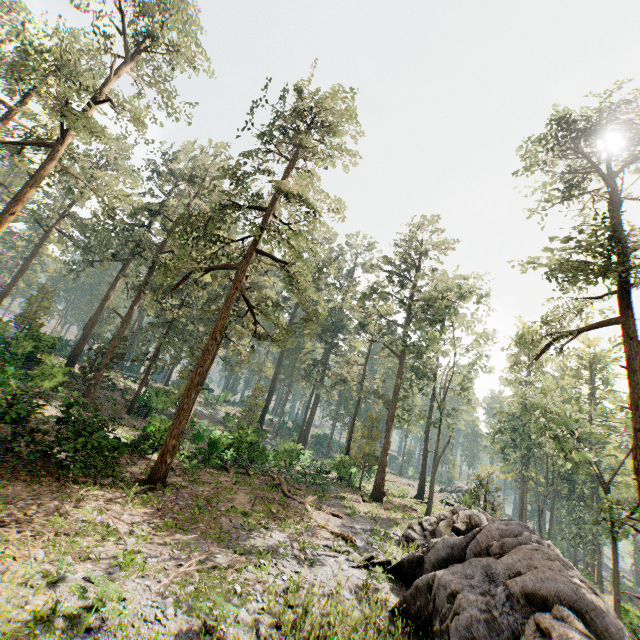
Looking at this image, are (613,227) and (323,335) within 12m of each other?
no

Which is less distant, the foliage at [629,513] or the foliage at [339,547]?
the foliage at [339,547]

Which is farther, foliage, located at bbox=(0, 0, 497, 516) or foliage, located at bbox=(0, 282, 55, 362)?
foliage, located at bbox=(0, 282, 55, 362)

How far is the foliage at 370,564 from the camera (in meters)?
12.19

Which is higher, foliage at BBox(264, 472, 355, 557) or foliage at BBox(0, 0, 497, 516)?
foliage at BBox(0, 0, 497, 516)

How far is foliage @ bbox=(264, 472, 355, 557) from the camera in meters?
13.7 m

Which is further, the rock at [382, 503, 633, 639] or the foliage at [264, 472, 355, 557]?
the foliage at [264, 472, 355, 557]
